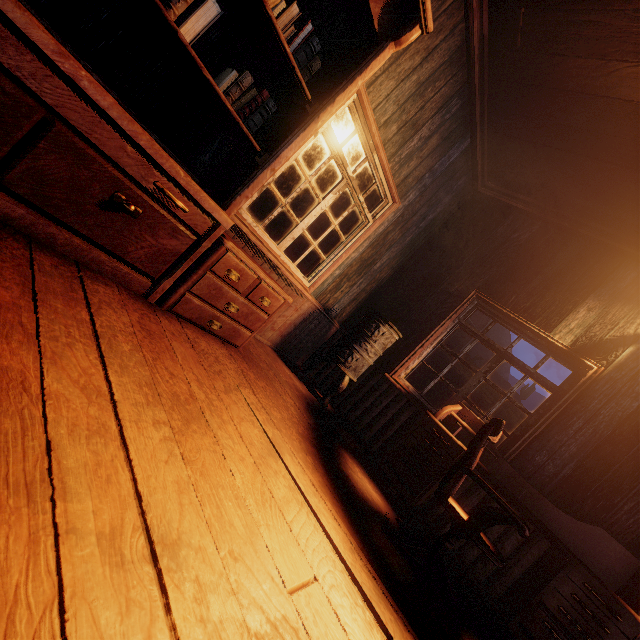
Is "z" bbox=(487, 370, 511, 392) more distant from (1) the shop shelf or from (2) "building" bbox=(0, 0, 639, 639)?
(1) the shop shelf

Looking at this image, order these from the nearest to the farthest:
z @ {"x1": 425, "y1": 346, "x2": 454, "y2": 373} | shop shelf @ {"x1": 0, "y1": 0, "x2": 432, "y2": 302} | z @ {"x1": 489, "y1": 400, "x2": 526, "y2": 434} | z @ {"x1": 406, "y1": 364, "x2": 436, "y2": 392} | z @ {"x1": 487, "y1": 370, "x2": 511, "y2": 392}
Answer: shop shelf @ {"x1": 0, "y1": 0, "x2": 432, "y2": 302} → z @ {"x1": 406, "y1": 364, "x2": 436, "y2": 392} → z @ {"x1": 425, "y1": 346, "x2": 454, "y2": 373} → z @ {"x1": 489, "y1": 400, "x2": 526, "y2": 434} → z @ {"x1": 487, "y1": 370, "x2": 511, "y2": 392}

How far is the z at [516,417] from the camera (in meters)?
15.02

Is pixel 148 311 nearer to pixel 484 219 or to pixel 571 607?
pixel 571 607

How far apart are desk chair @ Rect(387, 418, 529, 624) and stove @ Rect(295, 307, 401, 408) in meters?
1.5

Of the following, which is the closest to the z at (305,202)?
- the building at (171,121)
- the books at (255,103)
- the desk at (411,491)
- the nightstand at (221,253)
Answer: the building at (171,121)

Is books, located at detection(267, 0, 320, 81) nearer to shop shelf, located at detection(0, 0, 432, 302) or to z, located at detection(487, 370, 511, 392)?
shop shelf, located at detection(0, 0, 432, 302)

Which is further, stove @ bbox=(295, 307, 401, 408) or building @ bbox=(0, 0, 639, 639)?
stove @ bbox=(295, 307, 401, 408)
